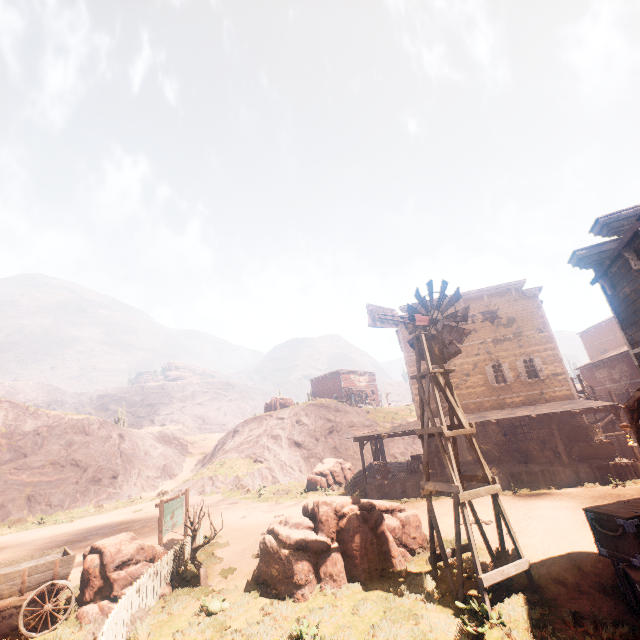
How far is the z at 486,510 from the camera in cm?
891

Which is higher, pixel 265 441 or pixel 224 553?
pixel 265 441

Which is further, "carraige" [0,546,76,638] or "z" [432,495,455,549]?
"z" [432,495,455,549]

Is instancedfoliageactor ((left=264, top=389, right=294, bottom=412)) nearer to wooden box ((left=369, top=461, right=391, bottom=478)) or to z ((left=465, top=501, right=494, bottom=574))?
z ((left=465, top=501, right=494, bottom=574))

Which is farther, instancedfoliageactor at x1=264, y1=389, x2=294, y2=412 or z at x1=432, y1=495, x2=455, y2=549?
instancedfoliageactor at x1=264, y1=389, x2=294, y2=412

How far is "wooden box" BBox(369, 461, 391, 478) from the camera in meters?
→ 20.8

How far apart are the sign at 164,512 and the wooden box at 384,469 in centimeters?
1141cm

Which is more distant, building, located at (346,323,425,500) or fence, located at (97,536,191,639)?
building, located at (346,323,425,500)
